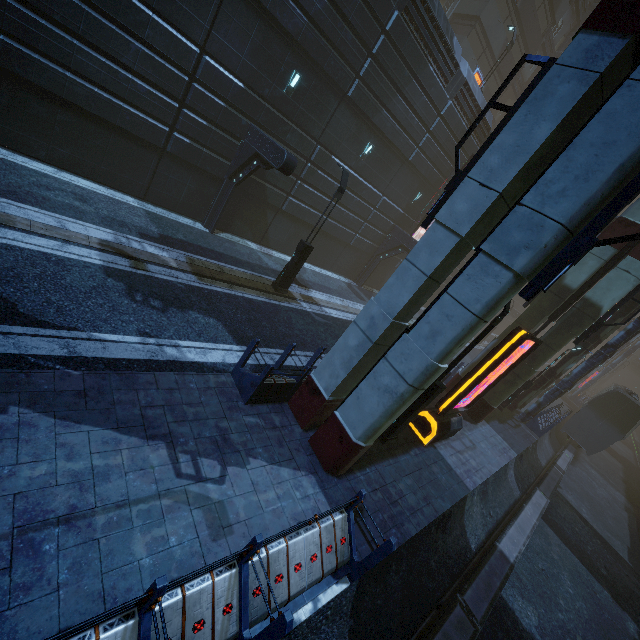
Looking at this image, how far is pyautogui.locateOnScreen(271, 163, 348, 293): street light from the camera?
12.4 meters

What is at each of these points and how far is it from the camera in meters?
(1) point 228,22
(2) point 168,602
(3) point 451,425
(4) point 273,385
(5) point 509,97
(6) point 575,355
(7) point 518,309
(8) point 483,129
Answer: (1) building, 11.2 m
(2) building, 3.5 m
(3) sign, 11.4 m
(4) building, 7.7 m
(5) building, 40.7 m
(6) building, 18.7 m
(7) building, 50.0 m
(8) building, 21.2 m

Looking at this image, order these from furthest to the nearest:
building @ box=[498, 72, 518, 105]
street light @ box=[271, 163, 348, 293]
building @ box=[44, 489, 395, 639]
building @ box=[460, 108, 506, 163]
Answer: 1. building @ box=[498, 72, 518, 105]
2. building @ box=[460, 108, 506, 163]
3. street light @ box=[271, 163, 348, 293]
4. building @ box=[44, 489, 395, 639]

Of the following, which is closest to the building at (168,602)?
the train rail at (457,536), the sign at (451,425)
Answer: the train rail at (457,536)

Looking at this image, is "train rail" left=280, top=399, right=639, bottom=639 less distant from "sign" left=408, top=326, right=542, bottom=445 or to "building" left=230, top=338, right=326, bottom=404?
"building" left=230, top=338, right=326, bottom=404

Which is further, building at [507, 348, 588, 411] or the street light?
building at [507, 348, 588, 411]

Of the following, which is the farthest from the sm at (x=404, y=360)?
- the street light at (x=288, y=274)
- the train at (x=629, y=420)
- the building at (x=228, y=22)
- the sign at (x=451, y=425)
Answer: the street light at (x=288, y=274)

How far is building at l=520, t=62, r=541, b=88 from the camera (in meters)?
35.50
